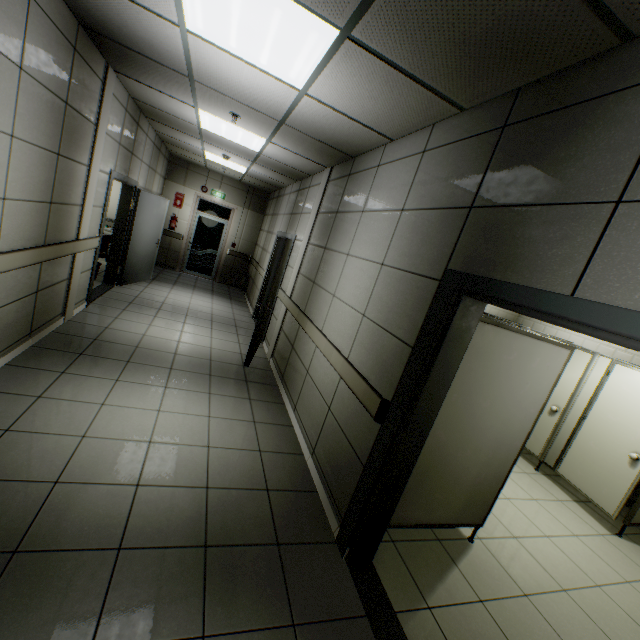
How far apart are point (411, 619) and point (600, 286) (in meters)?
2.29

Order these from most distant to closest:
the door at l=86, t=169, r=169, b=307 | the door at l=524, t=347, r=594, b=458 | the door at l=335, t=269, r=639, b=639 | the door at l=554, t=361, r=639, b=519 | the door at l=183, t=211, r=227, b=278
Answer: the door at l=183, t=211, r=227, b=278, the door at l=86, t=169, r=169, b=307, the door at l=524, t=347, r=594, b=458, the door at l=554, t=361, r=639, b=519, the door at l=335, t=269, r=639, b=639

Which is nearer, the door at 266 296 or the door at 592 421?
the door at 592 421

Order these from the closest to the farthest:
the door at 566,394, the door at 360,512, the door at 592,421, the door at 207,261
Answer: the door at 360,512
the door at 592,421
the door at 566,394
the door at 207,261

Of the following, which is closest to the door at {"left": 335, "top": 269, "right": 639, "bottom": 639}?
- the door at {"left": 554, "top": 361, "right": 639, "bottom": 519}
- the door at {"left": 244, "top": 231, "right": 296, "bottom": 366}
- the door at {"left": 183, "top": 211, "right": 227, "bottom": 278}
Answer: the door at {"left": 244, "top": 231, "right": 296, "bottom": 366}

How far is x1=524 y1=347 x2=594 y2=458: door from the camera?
4.63m

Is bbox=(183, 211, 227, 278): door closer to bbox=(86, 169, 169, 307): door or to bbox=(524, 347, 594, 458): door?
bbox=(86, 169, 169, 307): door

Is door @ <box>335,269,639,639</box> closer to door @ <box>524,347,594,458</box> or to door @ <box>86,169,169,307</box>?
door @ <box>524,347,594,458</box>
